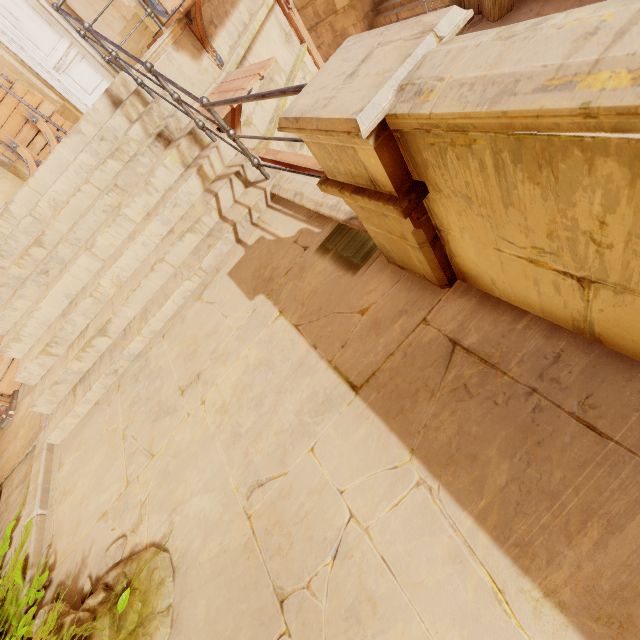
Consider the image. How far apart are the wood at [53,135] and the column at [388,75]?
9.1m

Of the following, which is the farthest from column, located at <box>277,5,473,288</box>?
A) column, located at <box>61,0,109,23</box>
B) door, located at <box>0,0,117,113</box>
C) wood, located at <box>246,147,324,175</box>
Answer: door, located at <box>0,0,117,113</box>

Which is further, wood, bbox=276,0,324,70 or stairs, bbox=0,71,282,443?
wood, bbox=276,0,324,70

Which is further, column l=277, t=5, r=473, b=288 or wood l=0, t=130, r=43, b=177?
wood l=0, t=130, r=43, b=177

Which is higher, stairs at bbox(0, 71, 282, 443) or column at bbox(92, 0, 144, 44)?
column at bbox(92, 0, 144, 44)

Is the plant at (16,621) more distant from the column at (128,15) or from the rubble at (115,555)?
the column at (128,15)

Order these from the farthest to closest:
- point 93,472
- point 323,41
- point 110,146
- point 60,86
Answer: point 323,41 < point 60,86 < point 110,146 < point 93,472

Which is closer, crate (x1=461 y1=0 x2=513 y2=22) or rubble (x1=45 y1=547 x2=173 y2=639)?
rubble (x1=45 y1=547 x2=173 y2=639)
